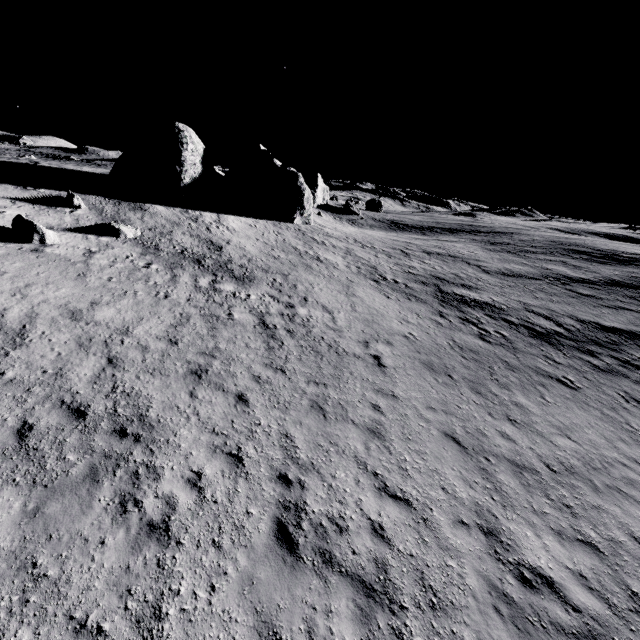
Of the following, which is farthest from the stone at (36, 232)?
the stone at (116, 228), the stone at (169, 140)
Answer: the stone at (169, 140)

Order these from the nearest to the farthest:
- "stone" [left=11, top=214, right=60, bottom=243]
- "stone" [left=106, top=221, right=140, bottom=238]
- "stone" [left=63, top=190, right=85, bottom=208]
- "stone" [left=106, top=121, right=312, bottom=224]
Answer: "stone" [left=11, top=214, right=60, bottom=243]
"stone" [left=106, top=221, right=140, bottom=238]
"stone" [left=63, top=190, right=85, bottom=208]
"stone" [left=106, top=121, right=312, bottom=224]

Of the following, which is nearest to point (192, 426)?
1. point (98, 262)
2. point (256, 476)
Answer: point (256, 476)

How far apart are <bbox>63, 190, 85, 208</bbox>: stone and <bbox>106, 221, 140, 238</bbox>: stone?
3.44m

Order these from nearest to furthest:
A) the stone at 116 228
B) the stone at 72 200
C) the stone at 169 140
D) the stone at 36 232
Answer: the stone at 36 232 → the stone at 116 228 → the stone at 72 200 → the stone at 169 140

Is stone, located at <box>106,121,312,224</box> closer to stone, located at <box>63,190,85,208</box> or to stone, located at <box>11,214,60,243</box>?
stone, located at <box>63,190,85,208</box>

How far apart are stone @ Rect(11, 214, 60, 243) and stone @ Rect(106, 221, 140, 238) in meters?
2.9 m

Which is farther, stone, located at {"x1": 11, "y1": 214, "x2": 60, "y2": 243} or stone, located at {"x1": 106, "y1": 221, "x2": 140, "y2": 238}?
stone, located at {"x1": 106, "y1": 221, "x2": 140, "y2": 238}
